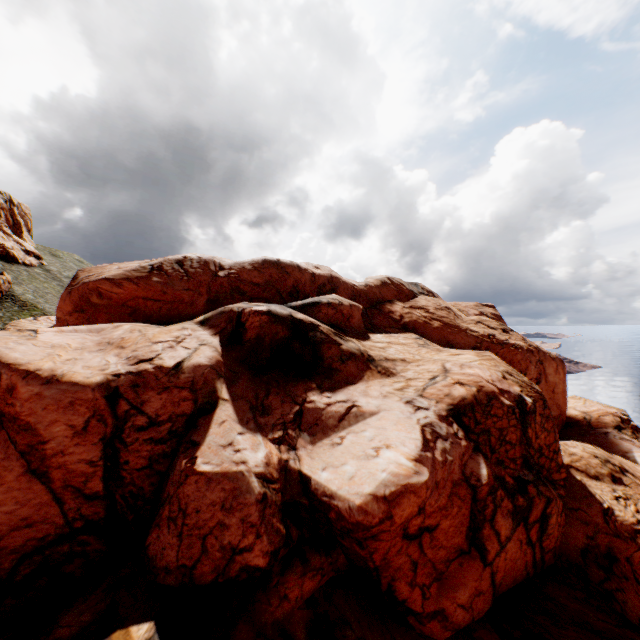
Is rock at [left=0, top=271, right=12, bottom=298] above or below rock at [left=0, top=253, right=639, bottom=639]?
above

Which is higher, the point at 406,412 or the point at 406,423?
the point at 406,412

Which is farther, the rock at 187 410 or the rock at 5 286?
the rock at 5 286

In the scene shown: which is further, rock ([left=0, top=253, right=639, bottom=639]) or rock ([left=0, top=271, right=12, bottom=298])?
rock ([left=0, top=271, right=12, bottom=298])

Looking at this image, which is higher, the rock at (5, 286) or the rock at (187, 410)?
the rock at (5, 286)
